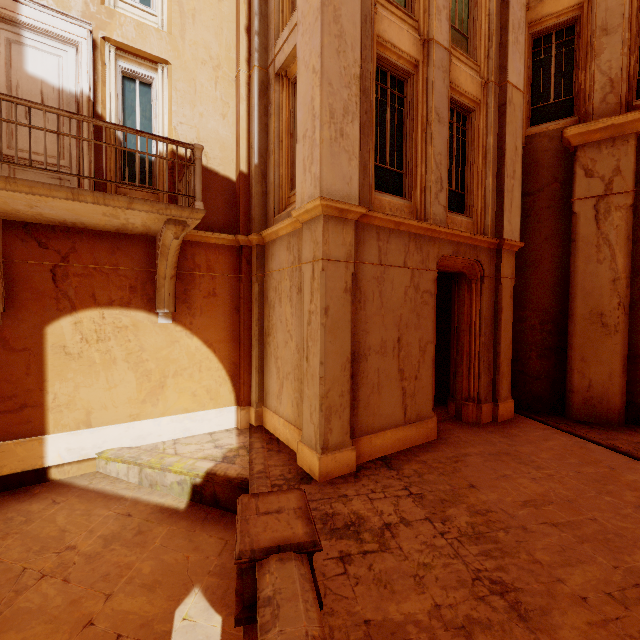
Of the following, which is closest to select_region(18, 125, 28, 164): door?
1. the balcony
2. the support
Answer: the balcony

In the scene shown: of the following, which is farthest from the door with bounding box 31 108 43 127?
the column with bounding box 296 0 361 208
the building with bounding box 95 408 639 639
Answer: the building with bounding box 95 408 639 639

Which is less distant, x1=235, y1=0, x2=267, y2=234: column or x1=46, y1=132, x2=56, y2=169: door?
x1=46, y1=132, x2=56, y2=169: door

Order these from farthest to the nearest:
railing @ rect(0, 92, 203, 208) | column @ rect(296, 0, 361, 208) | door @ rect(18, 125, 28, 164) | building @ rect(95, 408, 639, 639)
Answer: door @ rect(18, 125, 28, 164) → column @ rect(296, 0, 361, 208) → railing @ rect(0, 92, 203, 208) → building @ rect(95, 408, 639, 639)

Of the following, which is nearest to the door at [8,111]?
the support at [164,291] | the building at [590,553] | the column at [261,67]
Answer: the support at [164,291]

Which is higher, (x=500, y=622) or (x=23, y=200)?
(x=23, y=200)

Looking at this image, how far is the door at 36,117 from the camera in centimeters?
572cm

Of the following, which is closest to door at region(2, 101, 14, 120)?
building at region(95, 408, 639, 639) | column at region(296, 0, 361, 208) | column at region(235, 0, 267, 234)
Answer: column at region(235, 0, 267, 234)
